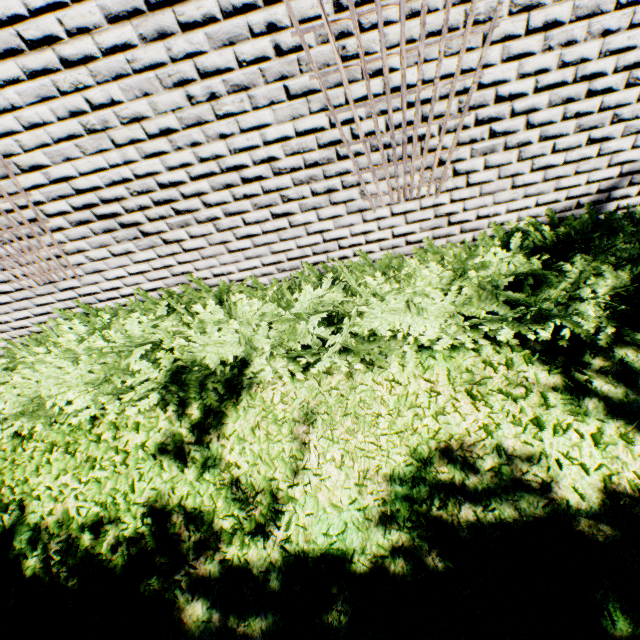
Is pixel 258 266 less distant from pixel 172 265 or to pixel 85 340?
pixel 172 265
